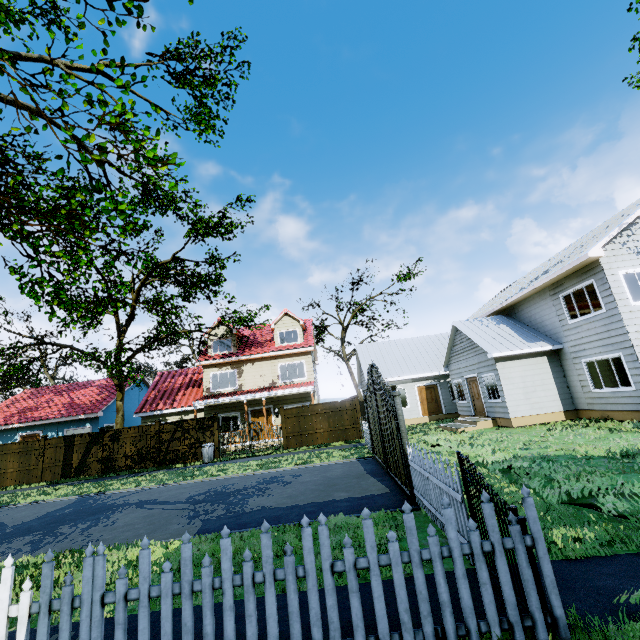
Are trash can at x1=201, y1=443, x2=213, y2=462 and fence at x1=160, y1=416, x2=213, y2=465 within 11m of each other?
yes

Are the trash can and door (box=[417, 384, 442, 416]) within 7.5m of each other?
no

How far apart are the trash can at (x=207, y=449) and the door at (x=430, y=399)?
13.9m

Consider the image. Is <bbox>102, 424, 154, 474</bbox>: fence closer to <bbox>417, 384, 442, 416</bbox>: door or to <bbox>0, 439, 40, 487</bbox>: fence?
<bbox>0, 439, 40, 487</bbox>: fence

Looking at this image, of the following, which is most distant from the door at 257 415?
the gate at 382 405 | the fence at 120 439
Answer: the gate at 382 405

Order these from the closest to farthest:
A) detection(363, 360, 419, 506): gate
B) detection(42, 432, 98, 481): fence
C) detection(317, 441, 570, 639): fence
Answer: detection(317, 441, 570, 639): fence → detection(363, 360, 419, 506): gate → detection(42, 432, 98, 481): fence

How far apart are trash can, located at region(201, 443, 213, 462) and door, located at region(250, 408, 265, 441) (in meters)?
4.25

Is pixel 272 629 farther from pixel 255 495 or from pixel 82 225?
pixel 82 225
